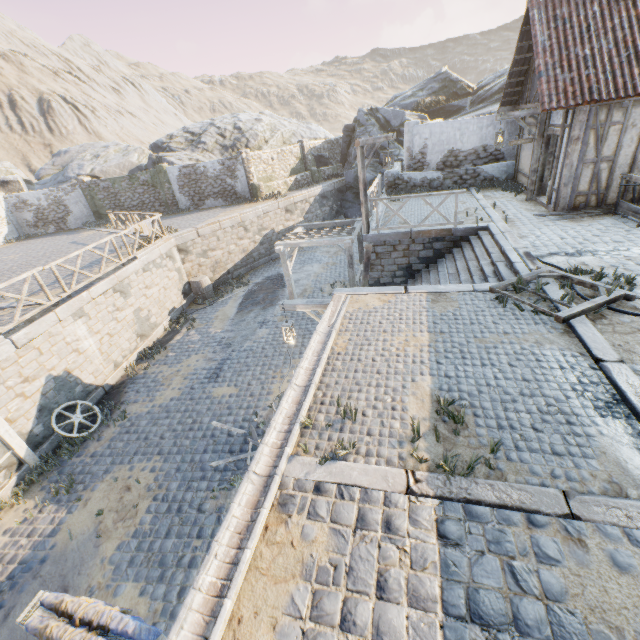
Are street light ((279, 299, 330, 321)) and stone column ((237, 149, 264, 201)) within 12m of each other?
no

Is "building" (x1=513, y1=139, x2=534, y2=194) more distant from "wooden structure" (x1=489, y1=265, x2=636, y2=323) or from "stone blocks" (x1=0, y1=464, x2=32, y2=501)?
"wooden structure" (x1=489, y1=265, x2=636, y2=323)

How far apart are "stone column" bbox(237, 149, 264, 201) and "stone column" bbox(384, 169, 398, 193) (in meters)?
8.94

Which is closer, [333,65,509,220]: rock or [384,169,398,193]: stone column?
[384,169,398,193]: stone column

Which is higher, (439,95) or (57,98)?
(57,98)

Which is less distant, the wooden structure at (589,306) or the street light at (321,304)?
the wooden structure at (589,306)

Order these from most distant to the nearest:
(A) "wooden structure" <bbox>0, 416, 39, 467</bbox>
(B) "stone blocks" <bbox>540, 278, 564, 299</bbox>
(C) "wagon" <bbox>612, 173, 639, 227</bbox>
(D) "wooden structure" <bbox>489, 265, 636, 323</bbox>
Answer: (C) "wagon" <bbox>612, 173, 639, 227</bbox> < (A) "wooden structure" <bbox>0, 416, 39, 467</bbox> < (B) "stone blocks" <bbox>540, 278, 564, 299</bbox> < (D) "wooden structure" <bbox>489, 265, 636, 323</bbox>

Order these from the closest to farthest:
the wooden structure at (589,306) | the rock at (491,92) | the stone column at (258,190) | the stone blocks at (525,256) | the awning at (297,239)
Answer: the wooden structure at (589,306)
the stone blocks at (525,256)
the awning at (297,239)
the stone column at (258,190)
the rock at (491,92)
